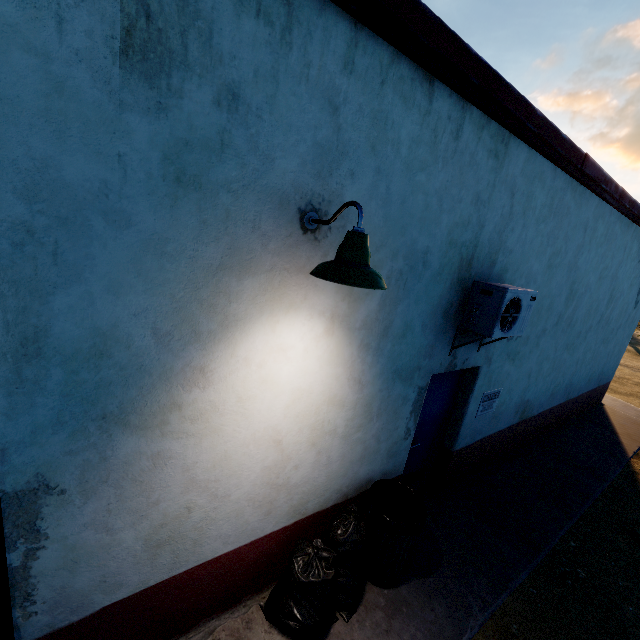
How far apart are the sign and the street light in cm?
374

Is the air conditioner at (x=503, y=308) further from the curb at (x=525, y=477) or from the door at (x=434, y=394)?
the curb at (x=525, y=477)

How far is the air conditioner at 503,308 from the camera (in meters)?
3.33

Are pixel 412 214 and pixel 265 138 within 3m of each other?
yes

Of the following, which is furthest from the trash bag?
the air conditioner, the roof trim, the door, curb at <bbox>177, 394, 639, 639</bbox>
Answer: the roof trim

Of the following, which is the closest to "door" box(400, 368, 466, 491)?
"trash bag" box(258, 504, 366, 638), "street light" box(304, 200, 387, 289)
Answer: "trash bag" box(258, 504, 366, 638)

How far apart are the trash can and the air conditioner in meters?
1.6 m

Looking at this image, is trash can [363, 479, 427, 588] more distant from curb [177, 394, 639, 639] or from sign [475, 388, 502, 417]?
sign [475, 388, 502, 417]
